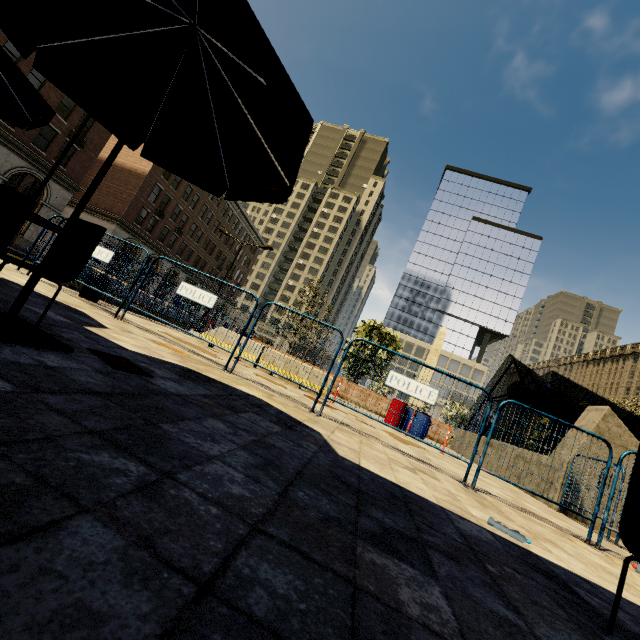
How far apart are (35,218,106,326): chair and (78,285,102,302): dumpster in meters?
5.9

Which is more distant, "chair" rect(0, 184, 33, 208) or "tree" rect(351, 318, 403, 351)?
"tree" rect(351, 318, 403, 351)

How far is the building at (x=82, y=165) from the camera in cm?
A: 2584

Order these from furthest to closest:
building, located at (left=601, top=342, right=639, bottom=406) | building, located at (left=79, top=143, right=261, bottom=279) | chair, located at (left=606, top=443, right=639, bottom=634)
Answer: building, located at (left=601, top=342, right=639, bottom=406), building, located at (left=79, top=143, right=261, bottom=279), chair, located at (left=606, top=443, right=639, bottom=634)

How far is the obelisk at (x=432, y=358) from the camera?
36.66m

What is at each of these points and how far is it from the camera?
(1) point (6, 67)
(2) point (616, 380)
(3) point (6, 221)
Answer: (1) umbrella, 3.4 meters
(2) building, 58.2 meters
(3) chair, 3.2 meters

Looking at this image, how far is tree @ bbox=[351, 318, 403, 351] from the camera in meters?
21.4

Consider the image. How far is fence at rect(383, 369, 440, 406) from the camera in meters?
5.7 m
